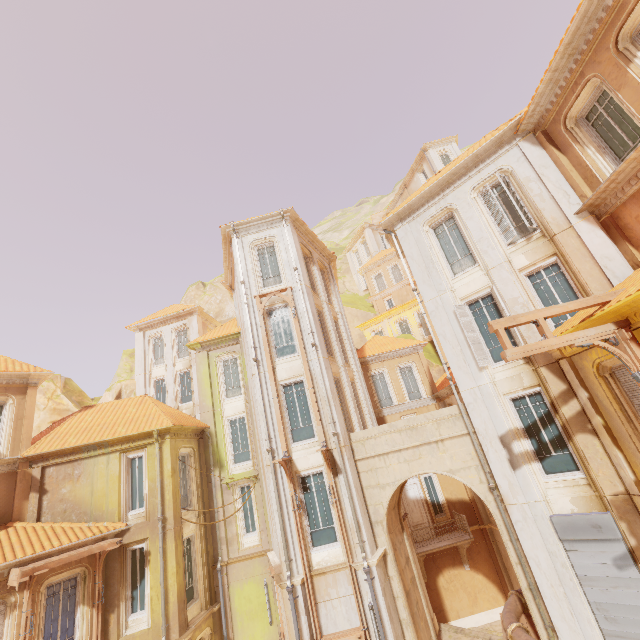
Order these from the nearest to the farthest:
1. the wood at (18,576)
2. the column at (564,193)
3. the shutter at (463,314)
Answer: the column at (564,193), the wood at (18,576), the shutter at (463,314)

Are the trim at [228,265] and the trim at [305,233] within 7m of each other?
yes

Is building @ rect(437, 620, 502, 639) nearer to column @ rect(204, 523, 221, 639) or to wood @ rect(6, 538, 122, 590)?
column @ rect(204, 523, 221, 639)

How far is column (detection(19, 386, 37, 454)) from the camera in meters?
14.8

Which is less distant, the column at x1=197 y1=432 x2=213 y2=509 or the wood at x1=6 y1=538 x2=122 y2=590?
the wood at x1=6 y1=538 x2=122 y2=590

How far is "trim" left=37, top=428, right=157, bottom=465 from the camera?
14.67m

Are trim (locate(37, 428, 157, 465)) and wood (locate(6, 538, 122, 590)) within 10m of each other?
yes

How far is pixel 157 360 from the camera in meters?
27.7
